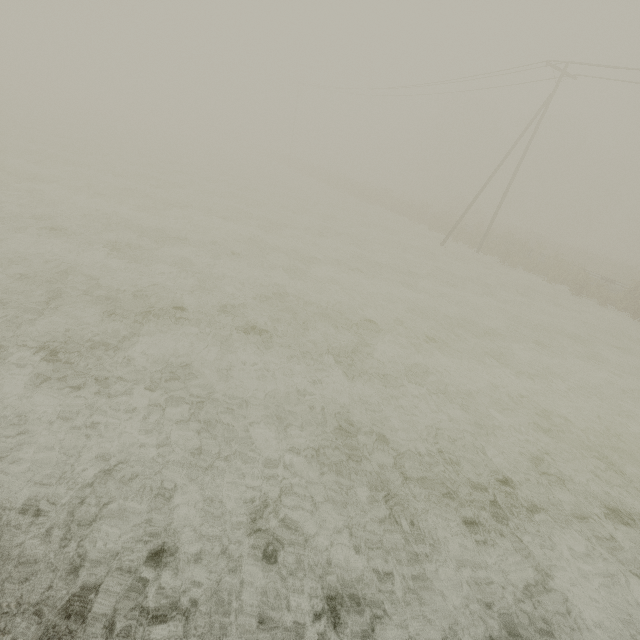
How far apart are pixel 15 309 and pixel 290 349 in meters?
5.4 m

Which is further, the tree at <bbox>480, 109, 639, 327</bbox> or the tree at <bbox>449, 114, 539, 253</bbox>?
the tree at <bbox>449, 114, 539, 253</bbox>

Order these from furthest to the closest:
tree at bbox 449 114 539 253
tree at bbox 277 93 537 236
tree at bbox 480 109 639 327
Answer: tree at bbox 277 93 537 236 → tree at bbox 449 114 539 253 → tree at bbox 480 109 639 327

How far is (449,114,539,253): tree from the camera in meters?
27.8 m

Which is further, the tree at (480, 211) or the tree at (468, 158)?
the tree at (468, 158)
